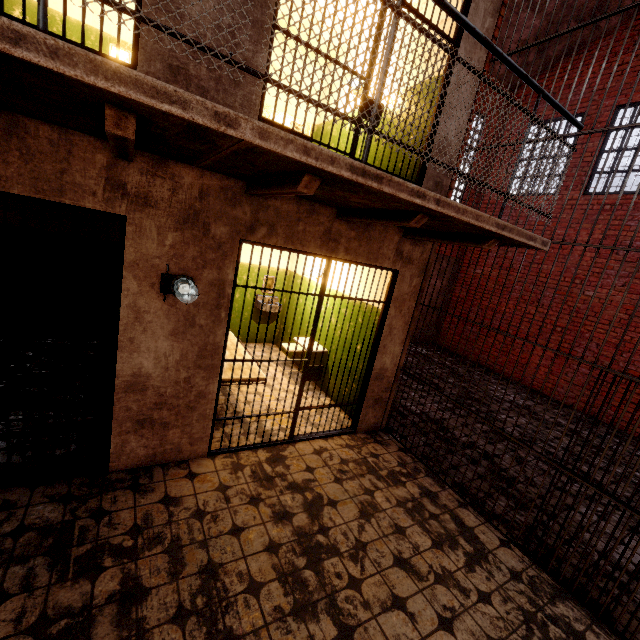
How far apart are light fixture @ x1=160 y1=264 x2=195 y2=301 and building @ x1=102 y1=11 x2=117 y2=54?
3.6m

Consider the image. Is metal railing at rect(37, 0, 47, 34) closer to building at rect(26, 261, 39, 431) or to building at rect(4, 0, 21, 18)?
building at rect(26, 261, 39, 431)

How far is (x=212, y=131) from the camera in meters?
1.5

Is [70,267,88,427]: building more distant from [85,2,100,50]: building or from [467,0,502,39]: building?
[467,0,502,39]: building

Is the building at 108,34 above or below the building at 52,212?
above

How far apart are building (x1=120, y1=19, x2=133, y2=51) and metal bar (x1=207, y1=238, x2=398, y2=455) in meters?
3.4 m

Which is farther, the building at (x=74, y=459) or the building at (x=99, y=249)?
the building at (x=99, y=249)
